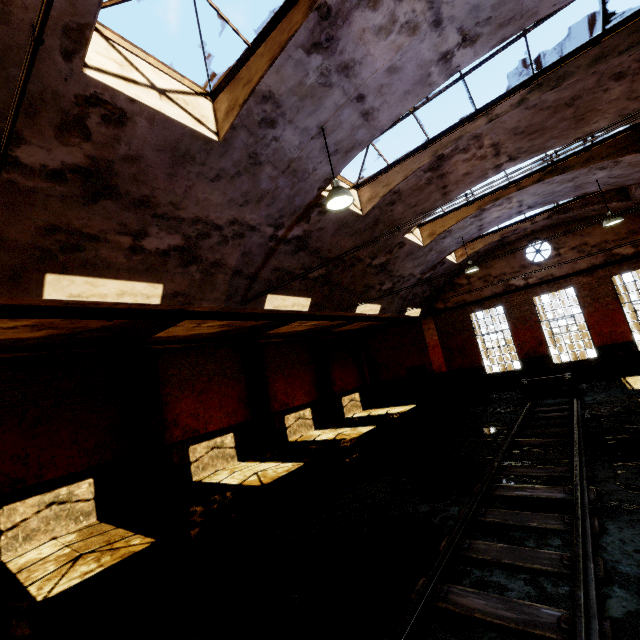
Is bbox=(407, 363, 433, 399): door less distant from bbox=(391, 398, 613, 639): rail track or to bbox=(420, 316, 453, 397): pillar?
bbox=(420, 316, 453, 397): pillar

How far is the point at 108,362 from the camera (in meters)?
10.63

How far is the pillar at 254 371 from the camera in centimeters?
1433cm

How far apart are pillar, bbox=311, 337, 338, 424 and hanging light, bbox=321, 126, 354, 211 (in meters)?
12.98

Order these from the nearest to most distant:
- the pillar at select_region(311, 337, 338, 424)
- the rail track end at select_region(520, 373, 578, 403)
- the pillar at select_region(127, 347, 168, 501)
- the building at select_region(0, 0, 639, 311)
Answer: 1. the building at select_region(0, 0, 639, 311)
2. the pillar at select_region(127, 347, 168, 501)
3. the rail track end at select_region(520, 373, 578, 403)
4. the pillar at select_region(311, 337, 338, 424)

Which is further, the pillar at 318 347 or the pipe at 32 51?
the pillar at 318 347

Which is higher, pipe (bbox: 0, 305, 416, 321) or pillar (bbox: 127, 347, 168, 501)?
pipe (bbox: 0, 305, 416, 321)

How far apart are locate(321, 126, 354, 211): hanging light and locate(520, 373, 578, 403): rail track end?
10.61m
